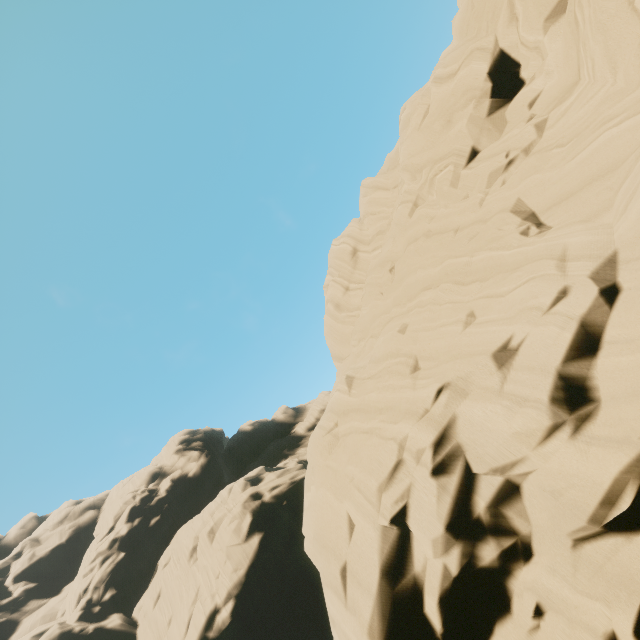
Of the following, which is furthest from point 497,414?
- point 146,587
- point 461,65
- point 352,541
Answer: point 146,587
